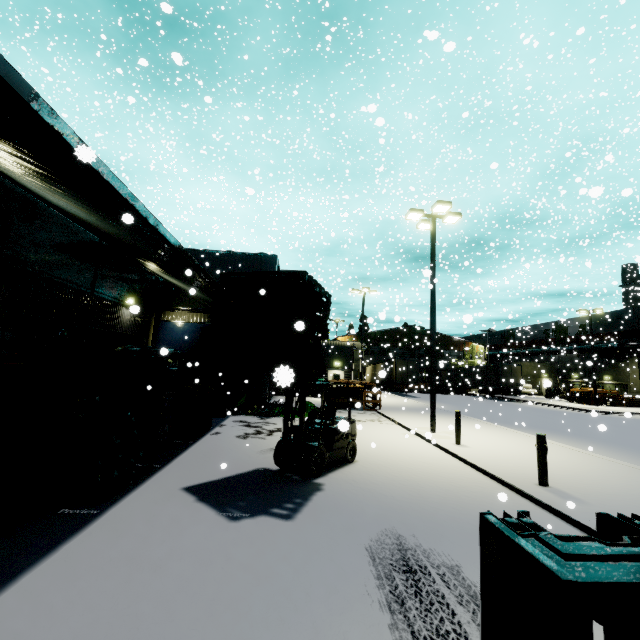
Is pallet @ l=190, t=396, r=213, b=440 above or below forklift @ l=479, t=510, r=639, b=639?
→ below

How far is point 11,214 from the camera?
10.17m

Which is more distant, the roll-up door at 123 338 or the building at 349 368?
the building at 349 368

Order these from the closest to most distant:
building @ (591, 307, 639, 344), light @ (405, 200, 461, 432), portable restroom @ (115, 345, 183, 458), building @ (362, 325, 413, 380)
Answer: portable restroom @ (115, 345, 183, 458), light @ (405, 200, 461, 432), building @ (591, 307, 639, 344), building @ (362, 325, 413, 380)

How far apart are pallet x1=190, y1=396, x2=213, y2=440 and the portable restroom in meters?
0.7 m

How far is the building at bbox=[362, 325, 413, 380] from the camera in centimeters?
5038cm

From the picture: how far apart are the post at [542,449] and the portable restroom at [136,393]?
9.6 meters

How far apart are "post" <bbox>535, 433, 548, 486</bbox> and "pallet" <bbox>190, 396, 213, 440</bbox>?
9.78m
